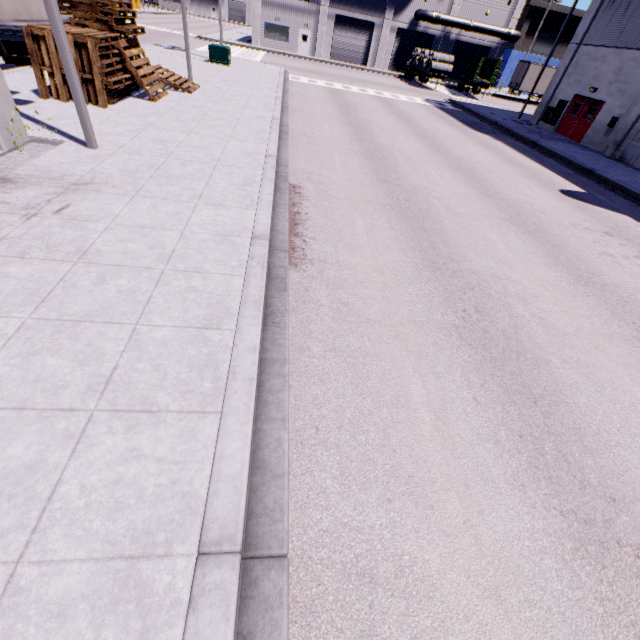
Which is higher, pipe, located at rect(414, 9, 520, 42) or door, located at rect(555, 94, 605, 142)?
pipe, located at rect(414, 9, 520, 42)

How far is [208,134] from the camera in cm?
1052

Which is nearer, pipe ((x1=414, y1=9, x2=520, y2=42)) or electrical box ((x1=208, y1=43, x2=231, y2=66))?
electrical box ((x1=208, y1=43, x2=231, y2=66))

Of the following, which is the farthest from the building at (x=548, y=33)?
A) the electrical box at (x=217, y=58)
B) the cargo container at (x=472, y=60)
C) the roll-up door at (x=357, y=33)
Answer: the electrical box at (x=217, y=58)

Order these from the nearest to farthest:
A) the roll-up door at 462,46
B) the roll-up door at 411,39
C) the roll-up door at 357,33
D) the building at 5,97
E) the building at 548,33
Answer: the building at 5,97, the roll-up door at 357,33, the roll-up door at 411,39, the roll-up door at 462,46, the building at 548,33

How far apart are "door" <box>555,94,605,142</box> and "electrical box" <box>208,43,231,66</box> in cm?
2424

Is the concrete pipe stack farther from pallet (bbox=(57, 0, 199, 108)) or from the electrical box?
the electrical box

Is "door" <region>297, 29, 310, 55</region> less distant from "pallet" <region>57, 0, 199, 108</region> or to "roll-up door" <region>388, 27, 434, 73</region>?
"roll-up door" <region>388, 27, 434, 73</region>
